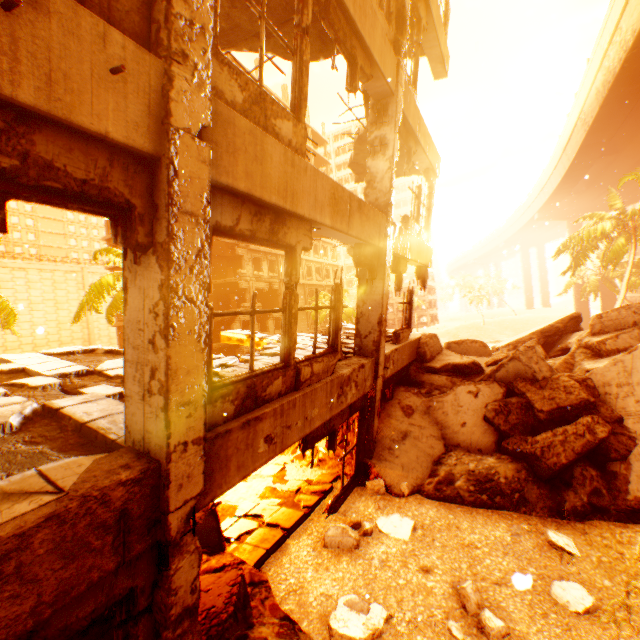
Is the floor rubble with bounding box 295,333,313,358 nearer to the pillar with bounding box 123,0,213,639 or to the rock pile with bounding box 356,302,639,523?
the pillar with bounding box 123,0,213,639

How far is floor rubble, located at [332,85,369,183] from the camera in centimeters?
705cm

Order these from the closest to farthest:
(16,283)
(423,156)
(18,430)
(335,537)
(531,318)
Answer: (18,430) < (335,537) < (423,156) < (531,318) < (16,283)

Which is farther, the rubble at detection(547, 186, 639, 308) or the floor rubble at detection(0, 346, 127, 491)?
the rubble at detection(547, 186, 639, 308)

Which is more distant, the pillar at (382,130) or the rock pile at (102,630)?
the pillar at (382,130)

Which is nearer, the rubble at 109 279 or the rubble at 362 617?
the rubble at 362 617

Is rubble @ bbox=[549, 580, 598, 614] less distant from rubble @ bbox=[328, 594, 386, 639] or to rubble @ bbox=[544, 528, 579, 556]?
rubble @ bbox=[544, 528, 579, 556]

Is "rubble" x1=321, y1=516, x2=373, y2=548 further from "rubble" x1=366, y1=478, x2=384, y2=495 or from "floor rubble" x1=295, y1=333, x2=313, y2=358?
"floor rubble" x1=295, y1=333, x2=313, y2=358
